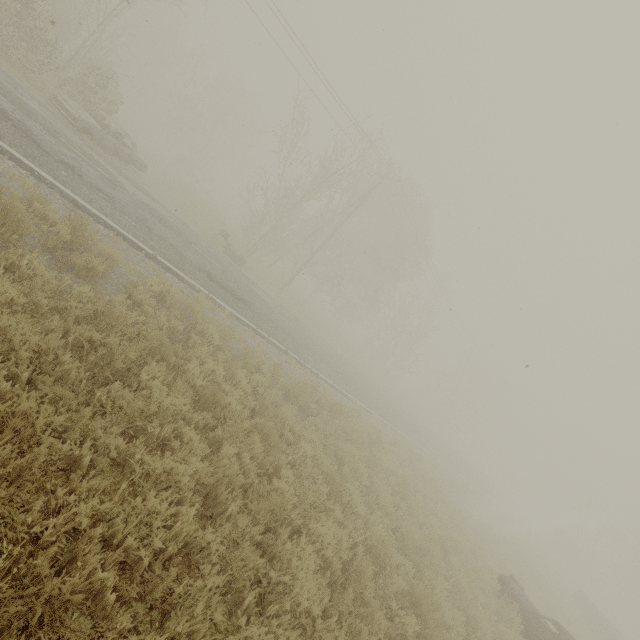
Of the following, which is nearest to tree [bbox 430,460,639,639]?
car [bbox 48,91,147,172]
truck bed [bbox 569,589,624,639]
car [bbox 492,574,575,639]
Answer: truck bed [bbox 569,589,624,639]

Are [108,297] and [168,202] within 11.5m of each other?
no

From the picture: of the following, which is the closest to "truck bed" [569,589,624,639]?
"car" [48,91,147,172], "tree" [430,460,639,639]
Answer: "tree" [430,460,639,639]

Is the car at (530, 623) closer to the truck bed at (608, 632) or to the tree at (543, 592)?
the tree at (543, 592)

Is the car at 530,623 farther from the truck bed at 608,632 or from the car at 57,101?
the car at 57,101

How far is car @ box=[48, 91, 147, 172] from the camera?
12.9m
